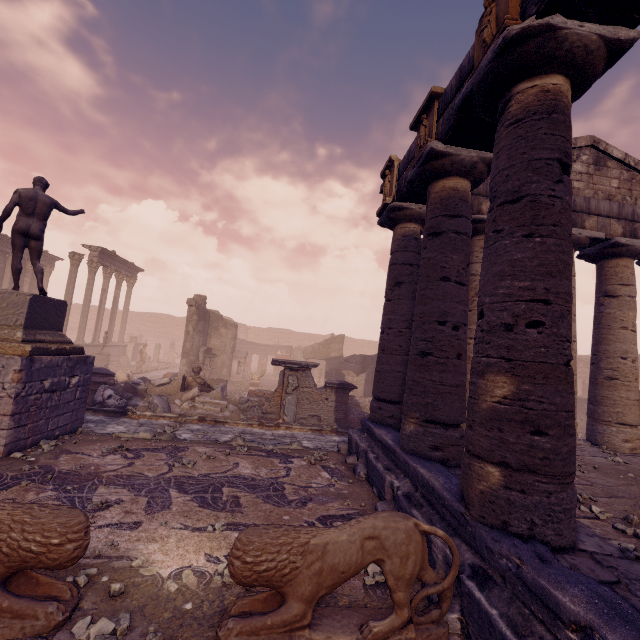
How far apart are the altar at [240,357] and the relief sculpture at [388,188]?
16.0 meters

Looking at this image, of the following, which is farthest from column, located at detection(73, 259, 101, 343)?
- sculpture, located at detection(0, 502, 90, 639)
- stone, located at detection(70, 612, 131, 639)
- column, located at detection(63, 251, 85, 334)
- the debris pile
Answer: stone, located at detection(70, 612, 131, 639)

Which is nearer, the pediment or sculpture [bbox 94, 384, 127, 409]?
the pediment

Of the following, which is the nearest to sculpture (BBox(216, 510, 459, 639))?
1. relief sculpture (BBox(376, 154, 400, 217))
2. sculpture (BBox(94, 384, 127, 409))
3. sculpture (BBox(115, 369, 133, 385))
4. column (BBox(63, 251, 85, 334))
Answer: relief sculpture (BBox(376, 154, 400, 217))

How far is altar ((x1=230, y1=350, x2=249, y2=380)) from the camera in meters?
22.2 m

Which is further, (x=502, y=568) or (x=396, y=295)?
(x=396, y=295)

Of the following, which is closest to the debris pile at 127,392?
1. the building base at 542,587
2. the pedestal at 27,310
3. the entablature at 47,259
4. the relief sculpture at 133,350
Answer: the pedestal at 27,310

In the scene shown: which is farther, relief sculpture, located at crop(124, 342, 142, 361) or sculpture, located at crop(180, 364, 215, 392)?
relief sculpture, located at crop(124, 342, 142, 361)
